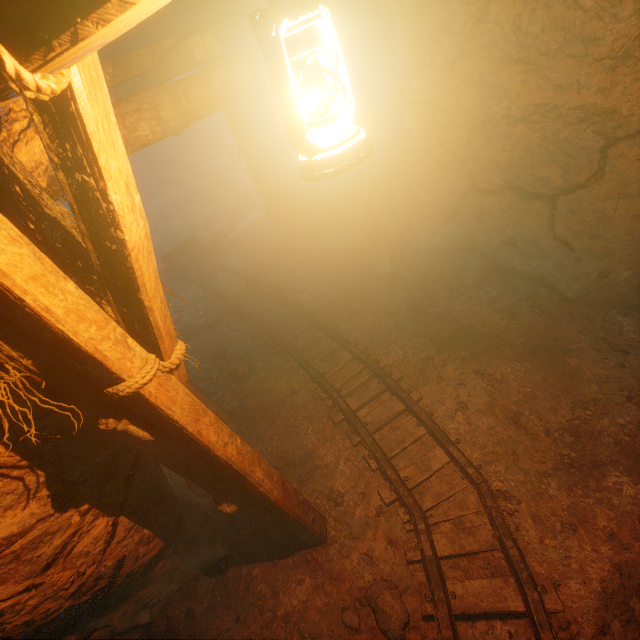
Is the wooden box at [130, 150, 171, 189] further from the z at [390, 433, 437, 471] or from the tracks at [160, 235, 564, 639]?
the z at [390, 433, 437, 471]

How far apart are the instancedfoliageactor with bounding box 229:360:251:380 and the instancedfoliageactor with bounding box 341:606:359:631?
3.4 meters

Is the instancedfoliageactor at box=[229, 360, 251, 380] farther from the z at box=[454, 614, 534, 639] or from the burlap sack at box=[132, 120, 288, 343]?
the burlap sack at box=[132, 120, 288, 343]

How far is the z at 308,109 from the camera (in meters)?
4.69

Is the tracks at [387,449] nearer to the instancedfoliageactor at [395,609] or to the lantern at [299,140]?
the instancedfoliageactor at [395,609]

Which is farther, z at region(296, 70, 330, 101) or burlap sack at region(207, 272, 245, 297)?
burlap sack at region(207, 272, 245, 297)

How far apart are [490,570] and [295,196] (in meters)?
6.79

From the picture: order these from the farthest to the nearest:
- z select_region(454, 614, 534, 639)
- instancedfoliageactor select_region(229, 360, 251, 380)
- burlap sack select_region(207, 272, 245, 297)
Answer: burlap sack select_region(207, 272, 245, 297), instancedfoliageactor select_region(229, 360, 251, 380), z select_region(454, 614, 534, 639)
